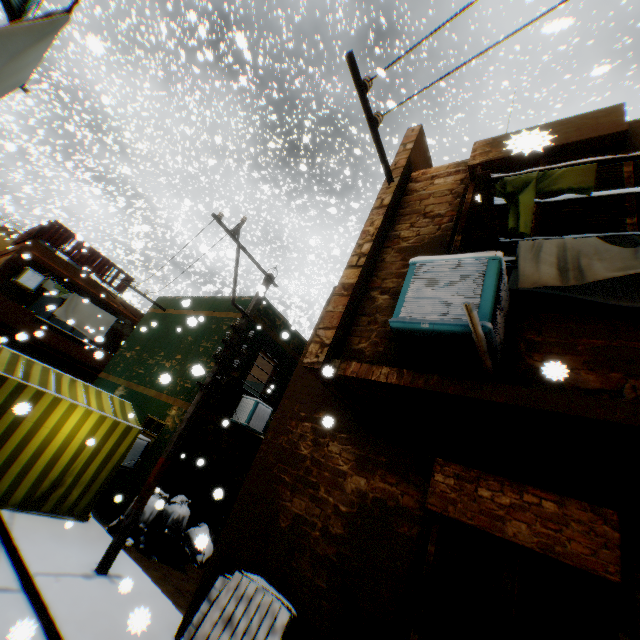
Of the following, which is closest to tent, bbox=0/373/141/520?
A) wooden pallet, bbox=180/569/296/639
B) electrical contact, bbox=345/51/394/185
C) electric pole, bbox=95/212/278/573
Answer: electric pole, bbox=95/212/278/573

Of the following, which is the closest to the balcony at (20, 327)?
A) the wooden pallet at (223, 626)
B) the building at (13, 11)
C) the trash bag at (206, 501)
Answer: the building at (13, 11)

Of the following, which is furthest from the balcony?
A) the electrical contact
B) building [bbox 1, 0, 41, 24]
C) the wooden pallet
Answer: the electrical contact

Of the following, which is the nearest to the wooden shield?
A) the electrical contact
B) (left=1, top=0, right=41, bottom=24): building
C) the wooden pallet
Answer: (left=1, top=0, right=41, bottom=24): building

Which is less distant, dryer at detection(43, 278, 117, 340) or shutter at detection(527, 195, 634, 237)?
shutter at detection(527, 195, 634, 237)

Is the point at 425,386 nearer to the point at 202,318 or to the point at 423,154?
the point at 423,154

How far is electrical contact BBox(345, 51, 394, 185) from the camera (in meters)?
4.07

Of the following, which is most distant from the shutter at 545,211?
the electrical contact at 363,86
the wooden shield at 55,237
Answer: the wooden shield at 55,237
